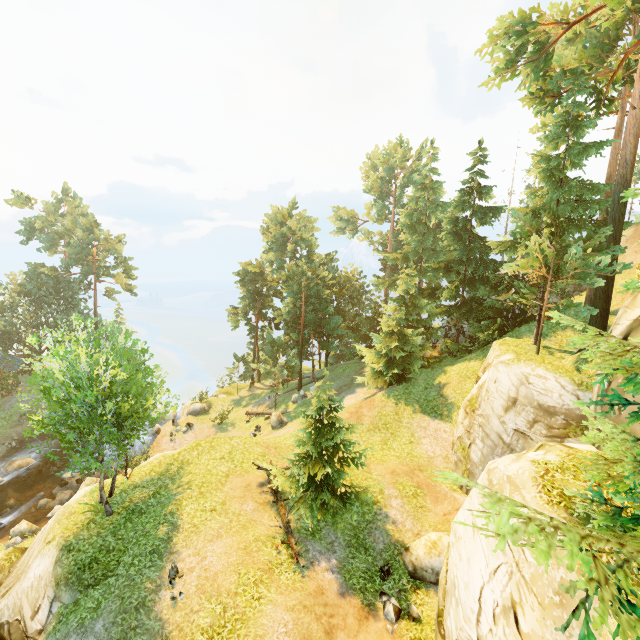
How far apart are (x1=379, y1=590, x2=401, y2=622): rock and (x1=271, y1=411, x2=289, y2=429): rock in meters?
16.6

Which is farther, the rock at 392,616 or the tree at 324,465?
the tree at 324,465

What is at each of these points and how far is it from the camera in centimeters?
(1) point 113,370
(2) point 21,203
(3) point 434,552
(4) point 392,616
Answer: (1) tree, 1277cm
(2) tree, 3981cm
(3) rock, 1288cm
(4) rock, 1150cm

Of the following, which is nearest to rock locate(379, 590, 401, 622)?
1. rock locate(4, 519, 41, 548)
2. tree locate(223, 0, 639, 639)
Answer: tree locate(223, 0, 639, 639)

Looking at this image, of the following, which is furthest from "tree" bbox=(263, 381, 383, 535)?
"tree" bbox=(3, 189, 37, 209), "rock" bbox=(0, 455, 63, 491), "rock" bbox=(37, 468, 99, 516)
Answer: "rock" bbox=(37, 468, 99, 516)

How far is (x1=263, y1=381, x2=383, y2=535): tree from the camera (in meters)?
14.48

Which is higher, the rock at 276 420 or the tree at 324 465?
the tree at 324 465

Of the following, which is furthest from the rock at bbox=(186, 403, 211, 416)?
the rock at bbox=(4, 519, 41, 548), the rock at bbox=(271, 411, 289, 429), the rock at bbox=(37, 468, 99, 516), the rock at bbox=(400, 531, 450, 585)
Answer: the rock at bbox=(400, 531, 450, 585)
